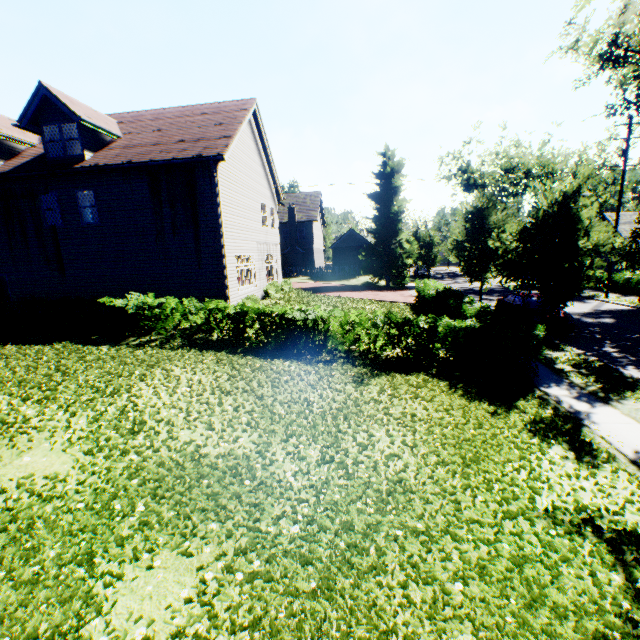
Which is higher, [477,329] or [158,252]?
[158,252]

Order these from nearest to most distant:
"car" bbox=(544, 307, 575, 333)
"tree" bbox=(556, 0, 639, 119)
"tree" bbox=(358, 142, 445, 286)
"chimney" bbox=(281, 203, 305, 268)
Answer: "car" bbox=(544, 307, 575, 333) < "tree" bbox=(556, 0, 639, 119) < "tree" bbox=(358, 142, 445, 286) < "chimney" bbox=(281, 203, 305, 268)

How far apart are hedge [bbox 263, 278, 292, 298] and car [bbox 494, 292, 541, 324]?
13.11m

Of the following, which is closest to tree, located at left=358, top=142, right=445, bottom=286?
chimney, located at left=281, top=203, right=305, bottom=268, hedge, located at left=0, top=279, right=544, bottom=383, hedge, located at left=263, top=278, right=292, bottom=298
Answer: hedge, located at left=0, top=279, right=544, bottom=383

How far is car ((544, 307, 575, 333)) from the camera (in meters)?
14.20

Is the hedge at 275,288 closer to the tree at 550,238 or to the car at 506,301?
the tree at 550,238

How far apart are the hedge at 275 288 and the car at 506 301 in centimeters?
1311cm

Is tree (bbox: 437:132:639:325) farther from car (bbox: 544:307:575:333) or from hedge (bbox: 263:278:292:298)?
hedge (bbox: 263:278:292:298)
